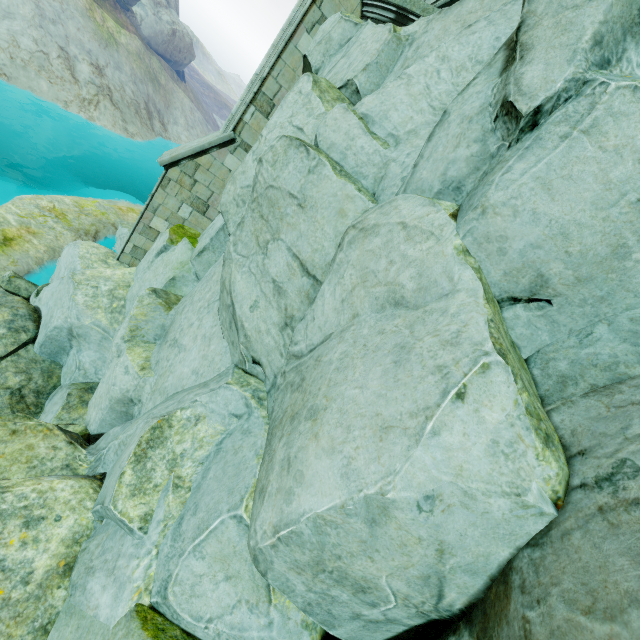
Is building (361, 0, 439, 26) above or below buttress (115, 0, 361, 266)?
above

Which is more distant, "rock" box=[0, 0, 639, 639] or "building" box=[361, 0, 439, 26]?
"building" box=[361, 0, 439, 26]

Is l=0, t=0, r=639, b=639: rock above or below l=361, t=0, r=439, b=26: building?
below

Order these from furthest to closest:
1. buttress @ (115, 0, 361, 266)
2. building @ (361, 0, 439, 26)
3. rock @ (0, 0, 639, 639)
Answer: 1. buttress @ (115, 0, 361, 266)
2. building @ (361, 0, 439, 26)
3. rock @ (0, 0, 639, 639)

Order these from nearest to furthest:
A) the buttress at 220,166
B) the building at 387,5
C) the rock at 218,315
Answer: the rock at 218,315 → the building at 387,5 → the buttress at 220,166

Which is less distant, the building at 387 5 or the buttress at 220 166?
the building at 387 5

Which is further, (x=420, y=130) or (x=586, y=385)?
(x=420, y=130)

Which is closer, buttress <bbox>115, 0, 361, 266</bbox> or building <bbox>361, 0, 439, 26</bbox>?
building <bbox>361, 0, 439, 26</bbox>
